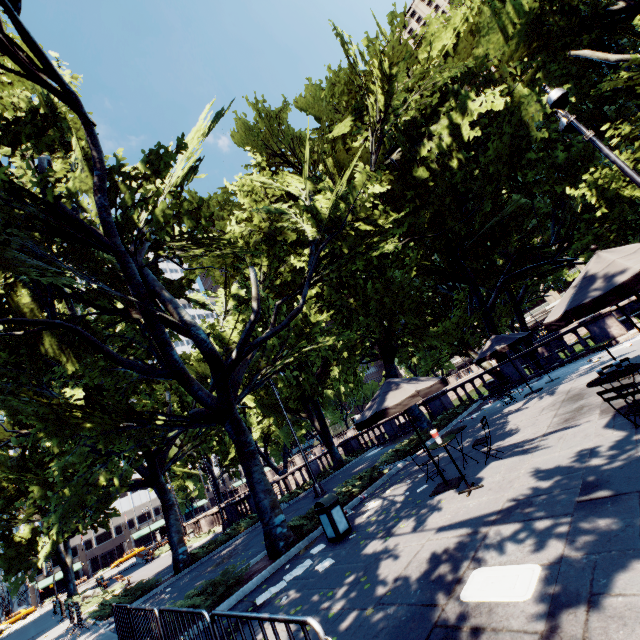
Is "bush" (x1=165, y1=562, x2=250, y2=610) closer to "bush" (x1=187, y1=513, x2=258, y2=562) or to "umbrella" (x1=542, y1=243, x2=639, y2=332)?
"bush" (x1=187, y1=513, x2=258, y2=562)

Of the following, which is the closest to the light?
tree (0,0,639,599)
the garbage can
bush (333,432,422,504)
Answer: tree (0,0,639,599)

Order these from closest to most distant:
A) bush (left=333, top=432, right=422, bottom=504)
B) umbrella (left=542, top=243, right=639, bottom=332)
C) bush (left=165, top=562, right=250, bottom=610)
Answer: umbrella (left=542, top=243, right=639, bottom=332) → bush (left=165, top=562, right=250, bottom=610) → bush (left=333, top=432, right=422, bottom=504)

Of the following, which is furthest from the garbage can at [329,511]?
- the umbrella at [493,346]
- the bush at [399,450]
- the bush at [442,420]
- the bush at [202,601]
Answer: the umbrella at [493,346]

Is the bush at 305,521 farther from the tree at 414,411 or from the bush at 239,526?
the bush at 239,526

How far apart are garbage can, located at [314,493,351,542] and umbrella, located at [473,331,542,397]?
9.6 meters

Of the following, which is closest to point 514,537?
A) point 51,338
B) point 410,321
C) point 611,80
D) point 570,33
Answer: point 410,321

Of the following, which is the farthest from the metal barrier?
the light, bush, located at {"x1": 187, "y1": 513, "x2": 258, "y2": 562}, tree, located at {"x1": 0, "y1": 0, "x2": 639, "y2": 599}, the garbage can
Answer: the light
